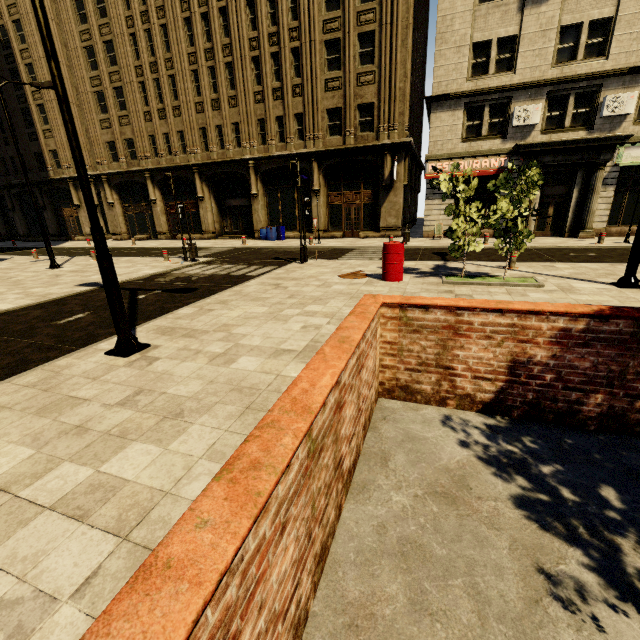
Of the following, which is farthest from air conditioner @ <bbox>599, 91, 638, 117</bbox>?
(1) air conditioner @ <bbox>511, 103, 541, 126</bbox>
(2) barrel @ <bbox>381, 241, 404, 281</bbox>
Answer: (2) barrel @ <bbox>381, 241, 404, 281</bbox>

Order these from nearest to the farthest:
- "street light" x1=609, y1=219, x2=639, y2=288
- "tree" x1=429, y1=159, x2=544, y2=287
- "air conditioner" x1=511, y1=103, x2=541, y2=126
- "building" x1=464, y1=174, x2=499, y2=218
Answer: "street light" x1=609, y1=219, x2=639, y2=288 < "tree" x1=429, y1=159, x2=544, y2=287 < "air conditioner" x1=511, y1=103, x2=541, y2=126 < "building" x1=464, y1=174, x2=499, y2=218

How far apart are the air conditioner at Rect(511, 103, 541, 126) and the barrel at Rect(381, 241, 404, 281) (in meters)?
13.93

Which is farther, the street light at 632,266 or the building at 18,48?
the building at 18,48

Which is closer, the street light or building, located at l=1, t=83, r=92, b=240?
the street light

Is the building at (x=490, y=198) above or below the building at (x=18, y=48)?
below

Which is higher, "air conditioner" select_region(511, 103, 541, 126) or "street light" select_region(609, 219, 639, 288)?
"air conditioner" select_region(511, 103, 541, 126)

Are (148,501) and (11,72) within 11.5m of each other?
no
